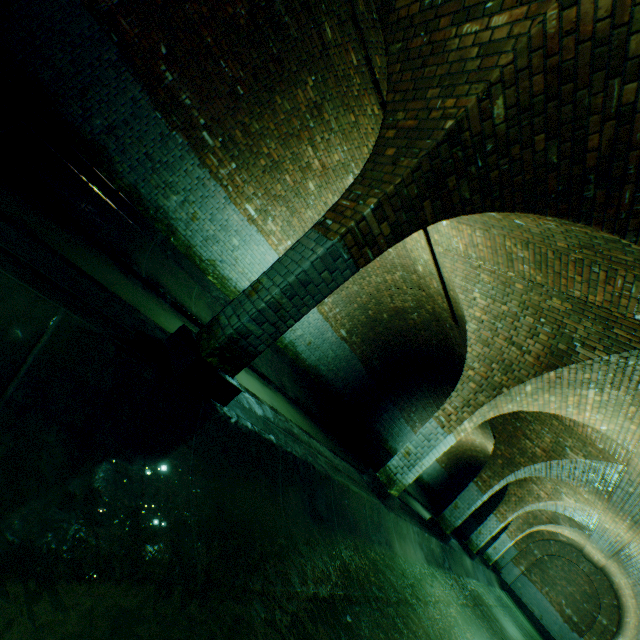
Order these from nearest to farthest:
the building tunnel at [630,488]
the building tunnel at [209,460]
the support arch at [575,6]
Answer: the building tunnel at [209,460] < the support arch at [575,6] < the building tunnel at [630,488]

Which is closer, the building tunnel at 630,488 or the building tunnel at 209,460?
the building tunnel at 209,460

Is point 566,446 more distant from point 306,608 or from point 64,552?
point 64,552

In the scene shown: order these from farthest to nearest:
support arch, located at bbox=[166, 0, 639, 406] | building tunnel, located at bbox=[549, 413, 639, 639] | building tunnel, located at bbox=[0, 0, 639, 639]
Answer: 1. building tunnel, located at bbox=[549, 413, 639, 639]
2. support arch, located at bbox=[166, 0, 639, 406]
3. building tunnel, located at bbox=[0, 0, 639, 639]

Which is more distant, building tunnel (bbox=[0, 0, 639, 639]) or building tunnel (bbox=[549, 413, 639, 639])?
building tunnel (bbox=[549, 413, 639, 639])

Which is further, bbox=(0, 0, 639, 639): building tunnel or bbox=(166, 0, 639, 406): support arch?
bbox=(166, 0, 639, 406): support arch
